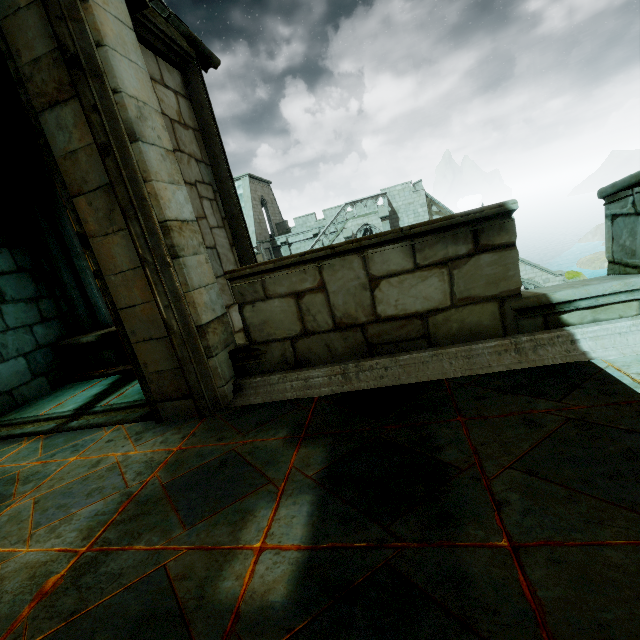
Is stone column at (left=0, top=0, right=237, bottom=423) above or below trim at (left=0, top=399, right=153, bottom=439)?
above

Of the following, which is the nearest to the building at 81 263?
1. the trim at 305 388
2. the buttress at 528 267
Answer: the buttress at 528 267

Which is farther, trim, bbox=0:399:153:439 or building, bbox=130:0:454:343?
building, bbox=130:0:454:343

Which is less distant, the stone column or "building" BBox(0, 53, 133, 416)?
the stone column

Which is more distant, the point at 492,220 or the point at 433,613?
the point at 492,220

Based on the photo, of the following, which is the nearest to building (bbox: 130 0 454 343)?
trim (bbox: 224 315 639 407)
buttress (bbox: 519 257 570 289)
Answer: buttress (bbox: 519 257 570 289)

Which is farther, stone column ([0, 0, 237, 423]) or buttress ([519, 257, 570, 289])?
buttress ([519, 257, 570, 289])

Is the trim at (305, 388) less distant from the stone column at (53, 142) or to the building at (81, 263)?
the stone column at (53, 142)
